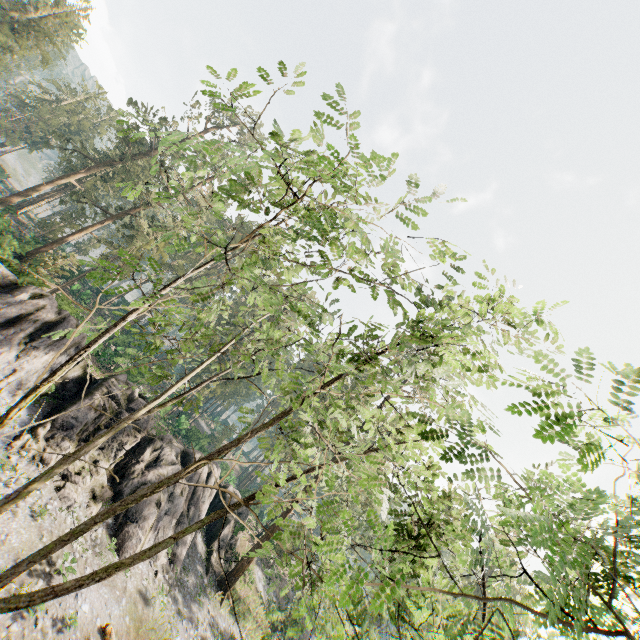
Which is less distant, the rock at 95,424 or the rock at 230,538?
the rock at 95,424

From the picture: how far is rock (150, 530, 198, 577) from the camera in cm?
2203

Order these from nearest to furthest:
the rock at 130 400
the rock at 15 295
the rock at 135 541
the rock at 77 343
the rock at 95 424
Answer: the rock at 95 424 → the rock at 15 295 → the rock at 135 541 → the rock at 77 343 → the rock at 130 400

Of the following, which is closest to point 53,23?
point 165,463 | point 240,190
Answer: point 165,463

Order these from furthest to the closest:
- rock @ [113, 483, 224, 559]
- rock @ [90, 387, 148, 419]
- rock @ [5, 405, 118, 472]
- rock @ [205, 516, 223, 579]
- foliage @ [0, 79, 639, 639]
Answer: rock @ [205, 516, 223, 579], rock @ [90, 387, 148, 419], rock @ [113, 483, 224, 559], rock @ [5, 405, 118, 472], foliage @ [0, 79, 639, 639]

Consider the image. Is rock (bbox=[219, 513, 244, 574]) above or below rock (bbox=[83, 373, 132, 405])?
below
